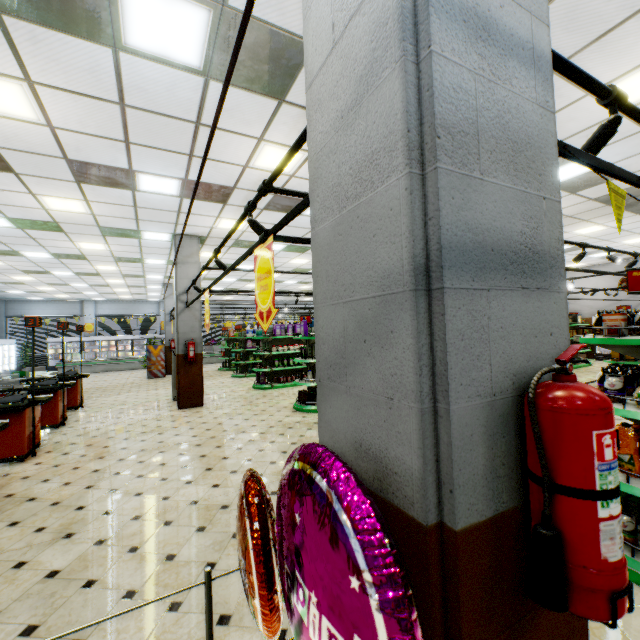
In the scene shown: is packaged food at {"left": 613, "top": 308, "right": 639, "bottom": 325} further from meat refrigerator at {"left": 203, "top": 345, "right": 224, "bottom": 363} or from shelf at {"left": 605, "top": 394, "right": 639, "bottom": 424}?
meat refrigerator at {"left": 203, "top": 345, "right": 224, "bottom": 363}

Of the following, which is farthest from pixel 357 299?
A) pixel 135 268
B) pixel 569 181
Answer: pixel 135 268

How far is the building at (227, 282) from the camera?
15.71m

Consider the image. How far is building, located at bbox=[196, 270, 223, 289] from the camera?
9.5m

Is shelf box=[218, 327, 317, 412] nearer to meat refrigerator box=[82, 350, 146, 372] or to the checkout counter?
the checkout counter

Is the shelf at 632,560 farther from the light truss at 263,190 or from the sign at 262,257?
the sign at 262,257

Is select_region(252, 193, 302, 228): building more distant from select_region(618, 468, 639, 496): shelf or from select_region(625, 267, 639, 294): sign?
select_region(625, 267, 639, 294): sign

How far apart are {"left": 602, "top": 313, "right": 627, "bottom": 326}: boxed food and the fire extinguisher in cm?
273
